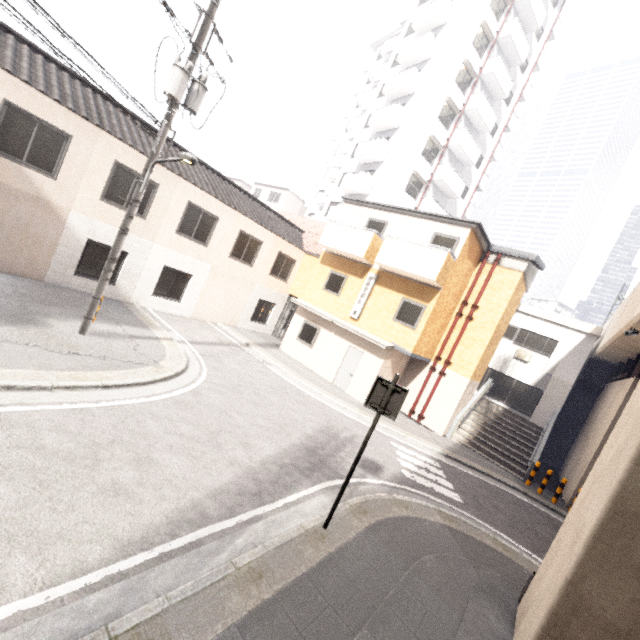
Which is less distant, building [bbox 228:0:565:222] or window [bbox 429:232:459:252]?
window [bbox 429:232:459:252]

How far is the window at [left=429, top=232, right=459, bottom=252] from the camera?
13.6m

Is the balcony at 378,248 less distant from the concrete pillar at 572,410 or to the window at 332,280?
the window at 332,280

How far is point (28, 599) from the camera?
3.1 meters

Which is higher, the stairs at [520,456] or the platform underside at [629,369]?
the platform underside at [629,369]

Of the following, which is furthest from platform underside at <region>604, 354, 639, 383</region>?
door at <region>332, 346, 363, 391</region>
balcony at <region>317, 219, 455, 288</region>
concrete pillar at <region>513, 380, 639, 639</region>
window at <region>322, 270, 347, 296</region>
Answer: window at <region>322, 270, 347, 296</region>

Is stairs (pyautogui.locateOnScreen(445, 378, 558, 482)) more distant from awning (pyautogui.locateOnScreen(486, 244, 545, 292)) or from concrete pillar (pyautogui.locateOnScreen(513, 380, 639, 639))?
concrete pillar (pyautogui.locateOnScreen(513, 380, 639, 639))

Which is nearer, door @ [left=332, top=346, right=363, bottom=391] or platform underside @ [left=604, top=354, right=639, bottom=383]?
platform underside @ [left=604, top=354, right=639, bottom=383]
